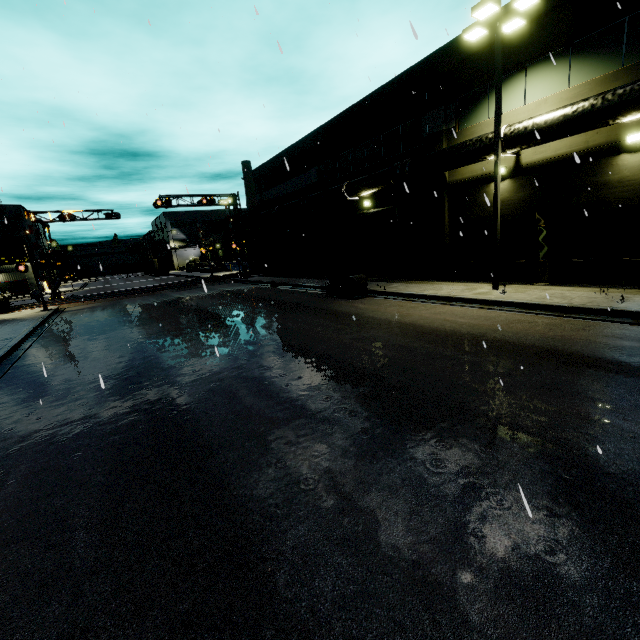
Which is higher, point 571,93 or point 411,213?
point 571,93

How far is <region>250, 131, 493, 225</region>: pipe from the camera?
13.6 meters

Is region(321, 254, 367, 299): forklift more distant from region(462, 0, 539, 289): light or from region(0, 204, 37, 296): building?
region(462, 0, 539, 289): light

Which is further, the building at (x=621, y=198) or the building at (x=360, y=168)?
the building at (x=360, y=168)

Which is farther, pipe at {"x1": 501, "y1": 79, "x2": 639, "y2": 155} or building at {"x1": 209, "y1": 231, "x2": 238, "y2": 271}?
building at {"x1": 209, "y1": 231, "x2": 238, "y2": 271}

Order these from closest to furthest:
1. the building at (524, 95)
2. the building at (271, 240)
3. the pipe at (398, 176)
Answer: the building at (524, 95)
the pipe at (398, 176)
the building at (271, 240)

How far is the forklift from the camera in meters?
16.3 m

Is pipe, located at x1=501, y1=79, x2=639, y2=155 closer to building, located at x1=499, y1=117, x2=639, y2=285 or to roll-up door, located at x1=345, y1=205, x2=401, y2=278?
building, located at x1=499, y1=117, x2=639, y2=285
